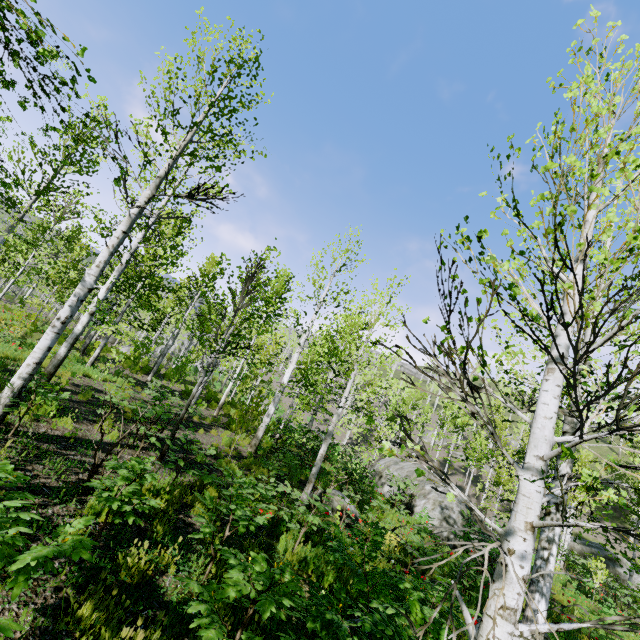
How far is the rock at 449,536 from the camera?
13.5m

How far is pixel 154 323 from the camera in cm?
3456

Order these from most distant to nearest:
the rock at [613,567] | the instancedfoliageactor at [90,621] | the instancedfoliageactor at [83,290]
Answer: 1. the rock at [613,567]
2. the instancedfoliageactor at [90,621]
3. the instancedfoliageactor at [83,290]

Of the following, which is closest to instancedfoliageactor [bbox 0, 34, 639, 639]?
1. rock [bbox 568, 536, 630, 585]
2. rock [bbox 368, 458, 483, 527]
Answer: rock [bbox 568, 536, 630, 585]

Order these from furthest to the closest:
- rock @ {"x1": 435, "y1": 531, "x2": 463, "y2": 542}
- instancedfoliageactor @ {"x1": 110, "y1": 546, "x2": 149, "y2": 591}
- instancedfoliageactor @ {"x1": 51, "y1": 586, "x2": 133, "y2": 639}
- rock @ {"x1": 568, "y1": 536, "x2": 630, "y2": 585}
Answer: rock @ {"x1": 568, "y1": 536, "x2": 630, "y2": 585}, rock @ {"x1": 435, "y1": 531, "x2": 463, "y2": 542}, instancedfoliageactor @ {"x1": 110, "y1": 546, "x2": 149, "y2": 591}, instancedfoliageactor @ {"x1": 51, "y1": 586, "x2": 133, "y2": 639}

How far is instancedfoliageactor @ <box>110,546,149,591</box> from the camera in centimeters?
338cm
